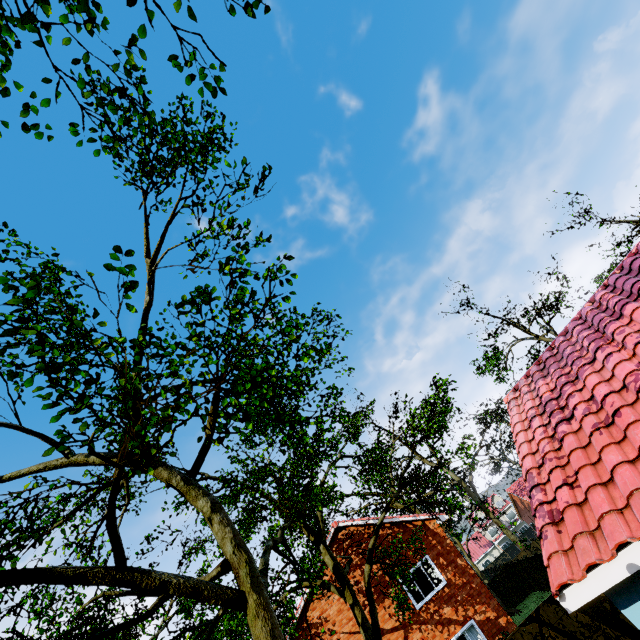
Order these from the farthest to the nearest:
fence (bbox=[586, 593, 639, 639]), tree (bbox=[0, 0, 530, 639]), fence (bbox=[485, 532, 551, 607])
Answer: fence (bbox=[485, 532, 551, 607]) < fence (bbox=[586, 593, 639, 639]) < tree (bbox=[0, 0, 530, 639])

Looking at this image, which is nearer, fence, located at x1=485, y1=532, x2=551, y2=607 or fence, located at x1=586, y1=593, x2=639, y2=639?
fence, located at x1=586, y1=593, x2=639, y2=639

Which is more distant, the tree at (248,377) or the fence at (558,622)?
the fence at (558,622)

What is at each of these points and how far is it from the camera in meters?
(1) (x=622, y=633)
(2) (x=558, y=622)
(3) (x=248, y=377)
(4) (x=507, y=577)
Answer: (1) fence, 10.7 m
(2) fence, 11.2 m
(3) tree, 5.2 m
(4) fence, 29.1 m

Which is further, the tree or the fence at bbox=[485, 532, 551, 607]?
the fence at bbox=[485, 532, 551, 607]
